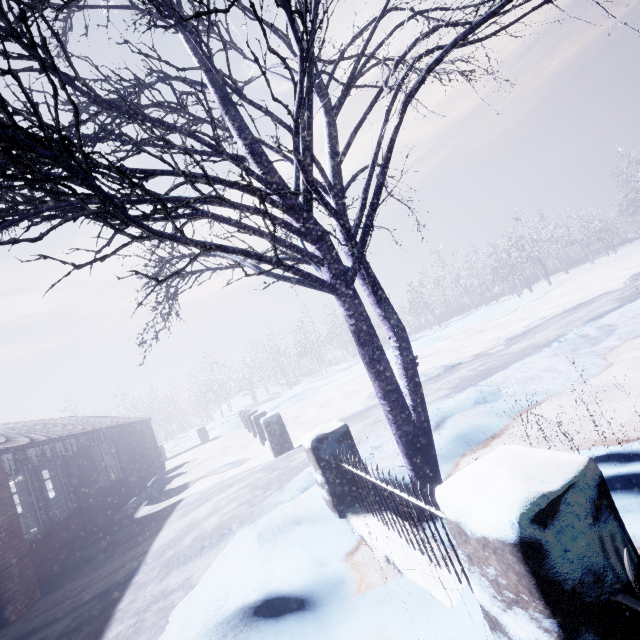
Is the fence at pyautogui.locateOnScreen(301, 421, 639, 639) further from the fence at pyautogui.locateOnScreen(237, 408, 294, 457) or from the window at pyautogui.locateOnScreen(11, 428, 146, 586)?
the window at pyautogui.locateOnScreen(11, 428, 146, 586)

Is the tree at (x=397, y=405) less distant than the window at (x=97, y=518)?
Yes

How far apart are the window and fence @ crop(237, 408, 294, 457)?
3.75m

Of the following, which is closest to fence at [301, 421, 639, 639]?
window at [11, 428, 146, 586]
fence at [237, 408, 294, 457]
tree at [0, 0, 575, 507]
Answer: tree at [0, 0, 575, 507]

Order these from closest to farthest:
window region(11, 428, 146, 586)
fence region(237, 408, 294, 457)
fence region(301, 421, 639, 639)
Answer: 1. fence region(301, 421, 639, 639)
2. window region(11, 428, 146, 586)
3. fence region(237, 408, 294, 457)

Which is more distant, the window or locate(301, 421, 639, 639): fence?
the window

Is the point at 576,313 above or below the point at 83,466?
below

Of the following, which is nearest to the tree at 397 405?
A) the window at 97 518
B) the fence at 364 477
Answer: the fence at 364 477
